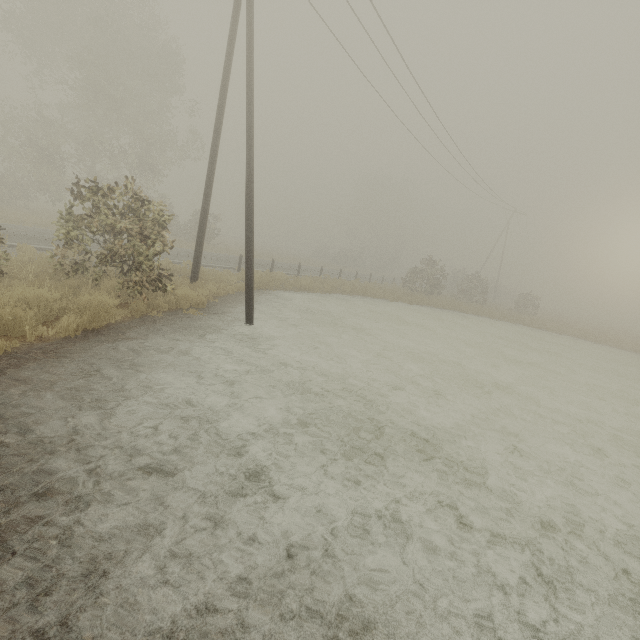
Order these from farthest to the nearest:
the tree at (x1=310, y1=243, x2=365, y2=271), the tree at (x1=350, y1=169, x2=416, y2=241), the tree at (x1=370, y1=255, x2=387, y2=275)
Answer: the tree at (x1=350, y1=169, x2=416, y2=241) < the tree at (x1=370, y1=255, x2=387, y2=275) < the tree at (x1=310, y1=243, x2=365, y2=271)

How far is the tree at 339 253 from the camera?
48.7 meters

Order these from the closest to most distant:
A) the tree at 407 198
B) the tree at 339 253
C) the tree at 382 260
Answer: the tree at 339 253 → the tree at 382 260 → the tree at 407 198

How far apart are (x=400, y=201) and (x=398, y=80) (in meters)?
44.19

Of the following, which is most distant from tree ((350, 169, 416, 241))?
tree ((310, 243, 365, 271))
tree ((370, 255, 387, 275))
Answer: tree ((310, 243, 365, 271))

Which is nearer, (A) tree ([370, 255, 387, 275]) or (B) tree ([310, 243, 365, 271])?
(B) tree ([310, 243, 365, 271])

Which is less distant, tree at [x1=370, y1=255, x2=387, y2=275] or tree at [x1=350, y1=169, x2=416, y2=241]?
tree at [x1=370, y1=255, x2=387, y2=275]
